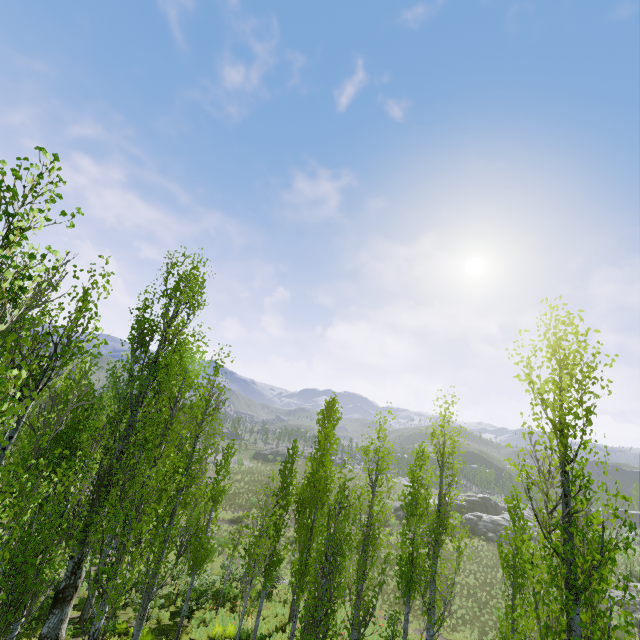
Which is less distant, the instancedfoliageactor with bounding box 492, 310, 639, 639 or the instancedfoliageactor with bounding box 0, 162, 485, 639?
the instancedfoliageactor with bounding box 492, 310, 639, 639

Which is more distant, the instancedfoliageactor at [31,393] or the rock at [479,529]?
the rock at [479,529]

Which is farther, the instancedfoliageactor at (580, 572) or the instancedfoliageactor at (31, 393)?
the instancedfoliageactor at (31, 393)

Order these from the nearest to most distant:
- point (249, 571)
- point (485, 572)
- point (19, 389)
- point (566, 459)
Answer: point (566, 459) → point (249, 571) → point (485, 572) → point (19, 389)

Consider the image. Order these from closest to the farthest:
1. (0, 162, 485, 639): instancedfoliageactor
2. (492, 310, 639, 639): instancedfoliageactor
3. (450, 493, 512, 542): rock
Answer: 1. (492, 310, 639, 639): instancedfoliageactor
2. (0, 162, 485, 639): instancedfoliageactor
3. (450, 493, 512, 542): rock

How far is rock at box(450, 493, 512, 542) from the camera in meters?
42.1 m

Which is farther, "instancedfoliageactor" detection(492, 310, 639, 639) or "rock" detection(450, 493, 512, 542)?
"rock" detection(450, 493, 512, 542)
